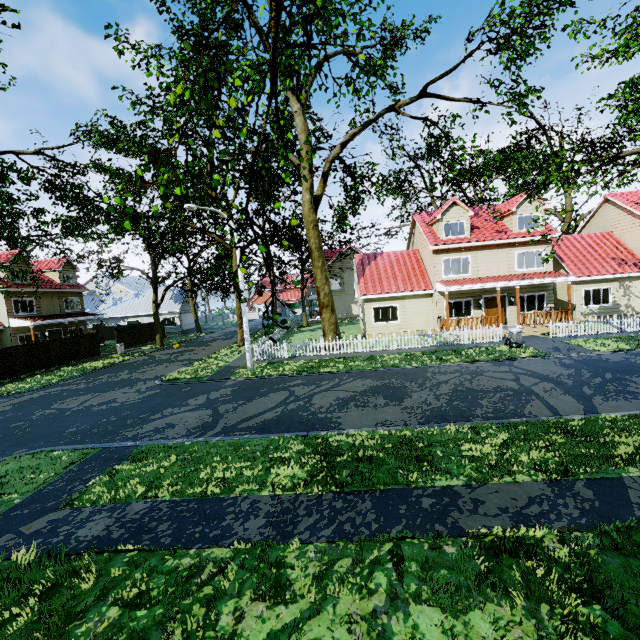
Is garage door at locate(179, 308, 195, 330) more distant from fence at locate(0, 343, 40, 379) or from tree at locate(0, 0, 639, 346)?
fence at locate(0, 343, 40, 379)

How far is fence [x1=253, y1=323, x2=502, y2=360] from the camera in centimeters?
1941cm

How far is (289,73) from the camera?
19.69m

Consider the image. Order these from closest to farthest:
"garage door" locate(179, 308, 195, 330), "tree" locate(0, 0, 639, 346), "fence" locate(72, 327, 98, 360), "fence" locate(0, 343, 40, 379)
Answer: "tree" locate(0, 0, 639, 346), "fence" locate(0, 343, 40, 379), "fence" locate(72, 327, 98, 360), "garage door" locate(179, 308, 195, 330)

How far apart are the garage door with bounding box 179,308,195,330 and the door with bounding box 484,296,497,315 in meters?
37.1

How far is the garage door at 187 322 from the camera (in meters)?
43.96

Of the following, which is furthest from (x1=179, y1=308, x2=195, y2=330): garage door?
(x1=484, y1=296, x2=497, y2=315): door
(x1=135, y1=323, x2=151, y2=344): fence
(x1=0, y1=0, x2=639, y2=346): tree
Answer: (x1=484, y1=296, x2=497, y2=315): door

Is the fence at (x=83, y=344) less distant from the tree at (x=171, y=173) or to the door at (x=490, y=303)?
the tree at (x=171, y=173)
